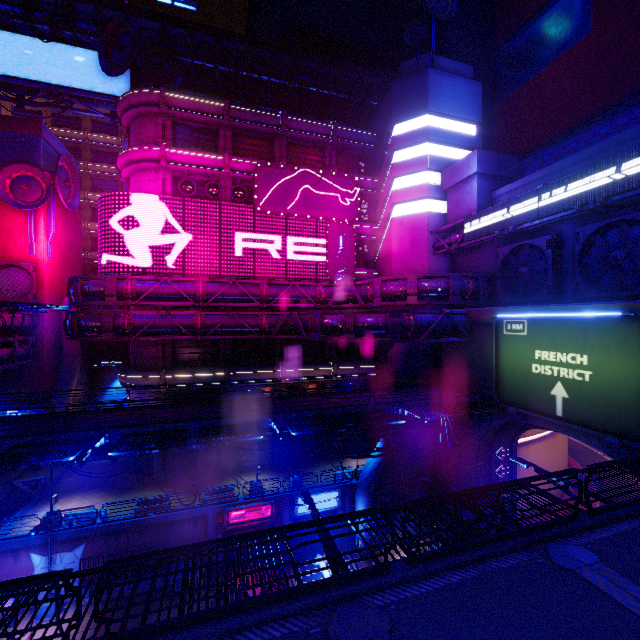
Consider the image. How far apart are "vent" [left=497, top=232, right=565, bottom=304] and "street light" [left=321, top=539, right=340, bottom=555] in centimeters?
1867cm

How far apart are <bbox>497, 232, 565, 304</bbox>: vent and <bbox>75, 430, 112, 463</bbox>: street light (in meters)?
24.82

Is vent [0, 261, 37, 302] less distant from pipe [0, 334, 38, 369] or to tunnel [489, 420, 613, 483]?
pipe [0, 334, 38, 369]

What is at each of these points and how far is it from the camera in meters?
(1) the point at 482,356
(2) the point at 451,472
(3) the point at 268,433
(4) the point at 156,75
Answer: (1) wall arch, 21.8 m
(2) wall arch, 24.7 m
(3) walkway, 18.4 m
(4) satellite dish, 27.1 m

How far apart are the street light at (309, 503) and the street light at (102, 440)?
8.70m

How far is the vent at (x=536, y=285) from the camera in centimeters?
1953cm

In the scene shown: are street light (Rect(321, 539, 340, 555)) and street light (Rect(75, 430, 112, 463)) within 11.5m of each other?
yes

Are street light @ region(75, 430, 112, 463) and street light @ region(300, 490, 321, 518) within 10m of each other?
yes
